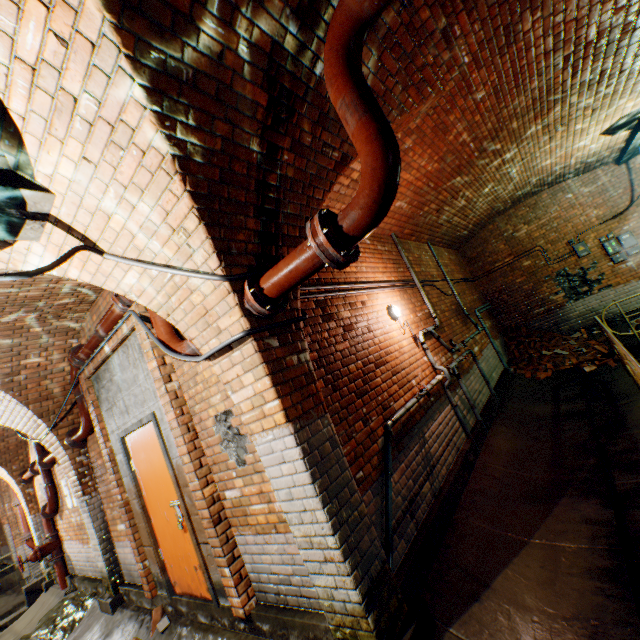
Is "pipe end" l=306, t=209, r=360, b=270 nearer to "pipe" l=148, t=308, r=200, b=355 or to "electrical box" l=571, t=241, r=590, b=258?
"pipe" l=148, t=308, r=200, b=355

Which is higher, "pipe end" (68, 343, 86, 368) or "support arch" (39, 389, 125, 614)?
"pipe end" (68, 343, 86, 368)

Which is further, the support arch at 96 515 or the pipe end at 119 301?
the support arch at 96 515

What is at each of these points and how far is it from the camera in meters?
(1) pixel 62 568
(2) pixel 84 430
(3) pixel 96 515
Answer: (1) pipe, 7.4
(2) pipe, 5.1
(3) support arch, 5.4

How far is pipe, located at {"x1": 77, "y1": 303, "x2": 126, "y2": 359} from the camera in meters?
3.9

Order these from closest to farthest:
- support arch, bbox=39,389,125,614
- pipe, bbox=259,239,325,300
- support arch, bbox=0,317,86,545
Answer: pipe, bbox=259,239,325,300 → support arch, bbox=0,317,86,545 → support arch, bbox=39,389,125,614

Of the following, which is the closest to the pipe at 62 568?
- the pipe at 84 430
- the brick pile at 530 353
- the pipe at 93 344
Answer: the pipe at 84 430

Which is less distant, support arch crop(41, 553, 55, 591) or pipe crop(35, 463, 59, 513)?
pipe crop(35, 463, 59, 513)
